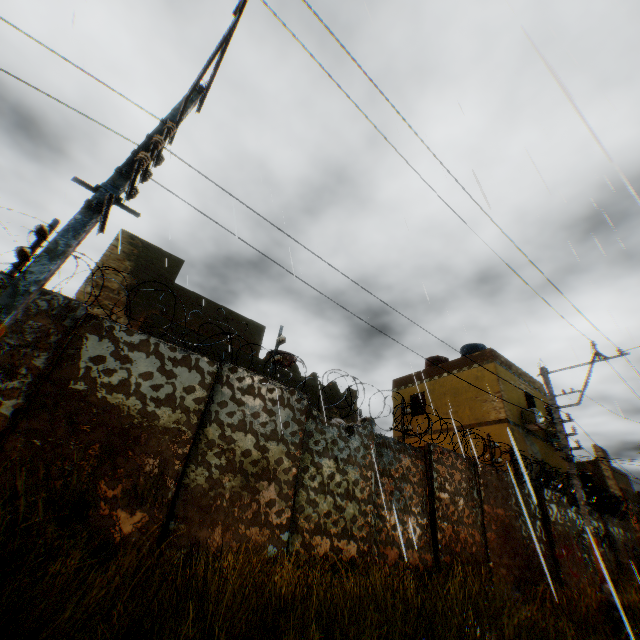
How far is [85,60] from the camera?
10.7m

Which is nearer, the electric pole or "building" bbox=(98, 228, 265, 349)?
the electric pole

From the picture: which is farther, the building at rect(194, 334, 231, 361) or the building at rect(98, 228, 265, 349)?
the building at rect(194, 334, 231, 361)

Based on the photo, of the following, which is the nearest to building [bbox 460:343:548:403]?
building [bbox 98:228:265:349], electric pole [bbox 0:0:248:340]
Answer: building [bbox 98:228:265:349]

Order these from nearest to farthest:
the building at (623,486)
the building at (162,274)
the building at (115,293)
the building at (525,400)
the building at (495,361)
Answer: the building at (115,293)
the building at (162,274)
the building at (525,400)
the building at (495,361)
the building at (623,486)

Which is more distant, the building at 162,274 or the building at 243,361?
the building at 243,361

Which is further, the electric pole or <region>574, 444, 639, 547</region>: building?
<region>574, 444, 639, 547</region>: building
